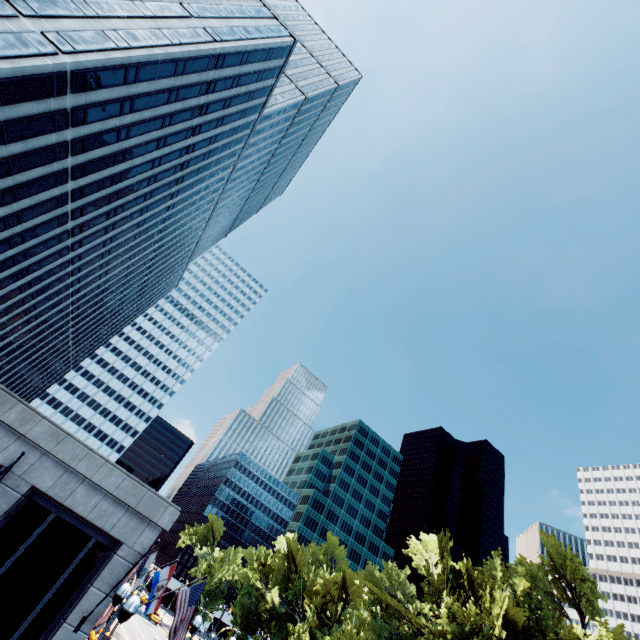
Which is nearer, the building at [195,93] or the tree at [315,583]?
the building at [195,93]

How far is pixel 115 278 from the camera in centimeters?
5522cm

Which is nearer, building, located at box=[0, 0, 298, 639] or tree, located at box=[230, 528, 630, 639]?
building, located at box=[0, 0, 298, 639]
